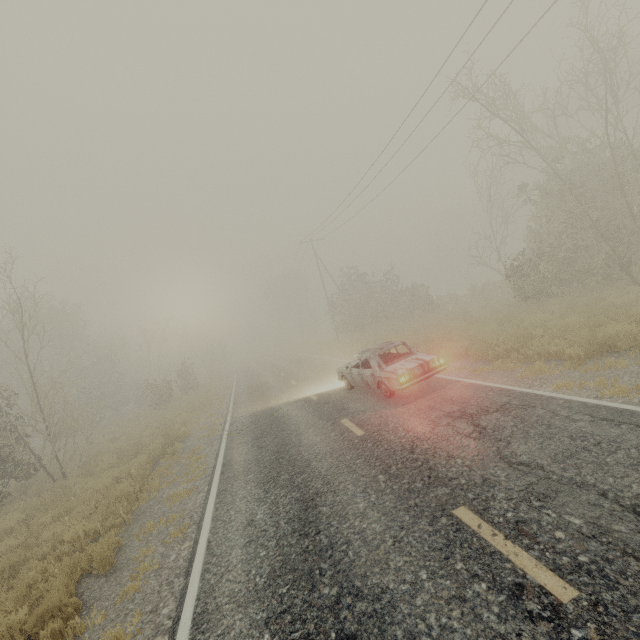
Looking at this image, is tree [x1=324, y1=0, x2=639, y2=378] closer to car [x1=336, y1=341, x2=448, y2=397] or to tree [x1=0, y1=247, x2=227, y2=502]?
car [x1=336, y1=341, x2=448, y2=397]

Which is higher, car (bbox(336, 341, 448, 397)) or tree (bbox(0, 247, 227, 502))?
tree (bbox(0, 247, 227, 502))

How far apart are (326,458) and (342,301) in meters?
26.6 m

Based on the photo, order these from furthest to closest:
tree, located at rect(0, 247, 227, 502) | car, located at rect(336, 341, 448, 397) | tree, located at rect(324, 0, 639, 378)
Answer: tree, located at rect(0, 247, 227, 502), tree, located at rect(324, 0, 639, 378), car, located at rect(336, 341, 448, 397)

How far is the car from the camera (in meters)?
8.75

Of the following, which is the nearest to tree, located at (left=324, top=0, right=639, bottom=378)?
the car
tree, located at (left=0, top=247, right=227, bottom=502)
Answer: the car

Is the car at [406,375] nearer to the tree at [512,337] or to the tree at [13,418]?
the tree at [13,418]

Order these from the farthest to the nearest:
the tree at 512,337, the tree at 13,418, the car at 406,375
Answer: the tree at 13,418 < the tree at 512,337 < the car at 406,375
